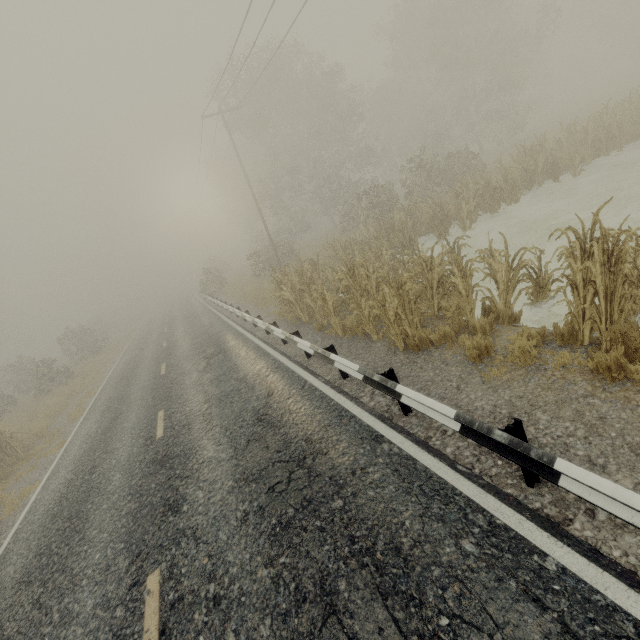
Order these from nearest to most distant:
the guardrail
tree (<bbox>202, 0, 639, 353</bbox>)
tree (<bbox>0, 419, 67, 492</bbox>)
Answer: the guardrail → tree (<bbox>202, 0, 639, 353</bbox>) → tree (<bbox>0, 419, 67, 492</bbox>)

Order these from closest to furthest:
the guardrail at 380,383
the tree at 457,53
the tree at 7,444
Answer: the guardrail at 380,383 → the tree at 457,53 → the tree at 7,444

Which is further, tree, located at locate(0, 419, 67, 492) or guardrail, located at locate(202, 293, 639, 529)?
tree, located at locate(0, 419, 67, 492)

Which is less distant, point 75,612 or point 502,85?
point 75,612

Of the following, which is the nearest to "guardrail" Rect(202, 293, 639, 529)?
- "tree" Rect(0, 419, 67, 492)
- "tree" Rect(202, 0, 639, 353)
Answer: "tree" Rect(202, 0, 639, 353)

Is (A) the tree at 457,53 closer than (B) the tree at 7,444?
Yes

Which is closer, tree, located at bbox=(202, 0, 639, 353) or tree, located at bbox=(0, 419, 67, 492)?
tree, located at bbox=(202, 0, 639, 353)
